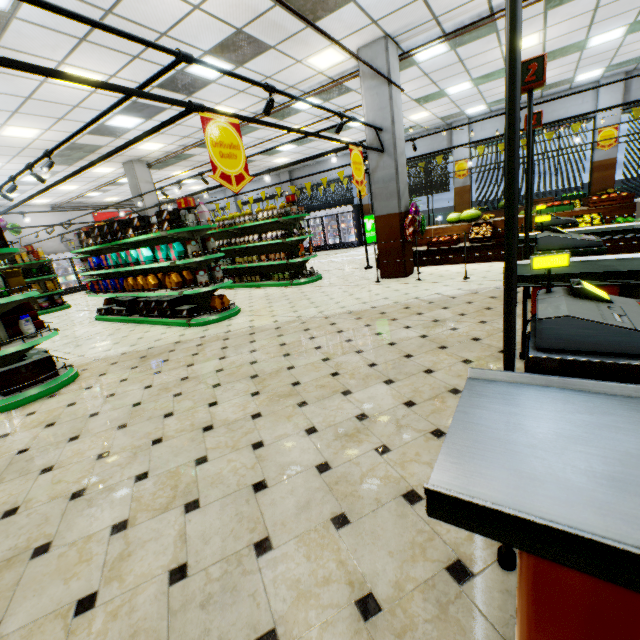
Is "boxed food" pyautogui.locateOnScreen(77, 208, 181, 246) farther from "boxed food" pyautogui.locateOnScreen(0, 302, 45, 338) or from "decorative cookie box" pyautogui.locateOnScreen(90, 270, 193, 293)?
"boxed food" pyautogui.locateOnScreen(0, 302, 45, 338)

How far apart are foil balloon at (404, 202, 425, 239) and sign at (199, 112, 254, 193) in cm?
433

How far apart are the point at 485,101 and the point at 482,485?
15.5 meters

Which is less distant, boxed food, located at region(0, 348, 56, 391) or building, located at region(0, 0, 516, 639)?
building, located at region(0, 0, 516, 639)

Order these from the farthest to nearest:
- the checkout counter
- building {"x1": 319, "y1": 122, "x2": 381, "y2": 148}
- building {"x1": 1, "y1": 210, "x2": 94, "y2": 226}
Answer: building {"x1": 1, "y1": 210, "x2": 94, "y2": 226}
building {"x1": 319, "y1": 122, "x2": 381, "y2": 148}
the checkout counter

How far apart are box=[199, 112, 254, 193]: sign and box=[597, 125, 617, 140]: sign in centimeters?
1502cm

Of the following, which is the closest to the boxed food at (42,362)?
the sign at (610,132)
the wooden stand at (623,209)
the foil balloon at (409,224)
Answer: the foil balloon at (409,224)

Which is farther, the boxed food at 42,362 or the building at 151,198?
the building at 151,198
